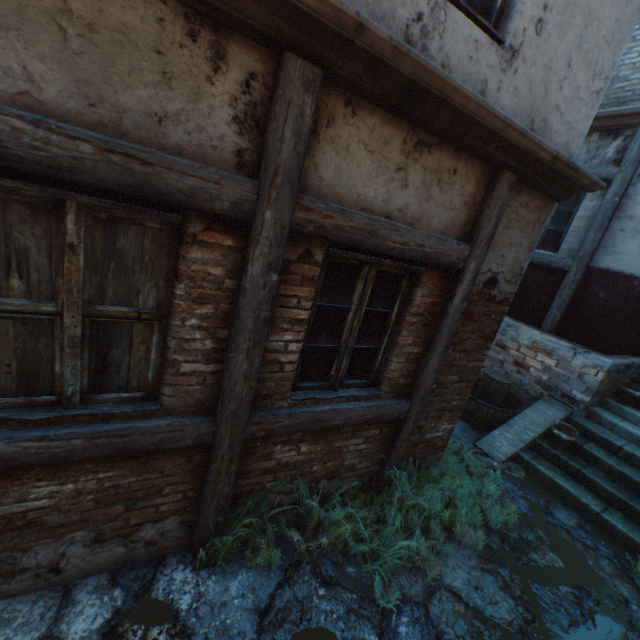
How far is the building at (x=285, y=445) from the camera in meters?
2.8 m

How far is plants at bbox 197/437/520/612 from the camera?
2.8 meters

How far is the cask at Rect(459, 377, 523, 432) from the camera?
5.9m

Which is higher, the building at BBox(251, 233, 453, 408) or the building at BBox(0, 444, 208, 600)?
the building at BBox(251, 233, 453, 408)

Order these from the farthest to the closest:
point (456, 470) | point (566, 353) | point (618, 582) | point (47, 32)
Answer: point (566, 353) → point (456, 470) → point (618, 582) → point (47, 32)

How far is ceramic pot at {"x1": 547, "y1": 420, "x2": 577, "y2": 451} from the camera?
5.2m

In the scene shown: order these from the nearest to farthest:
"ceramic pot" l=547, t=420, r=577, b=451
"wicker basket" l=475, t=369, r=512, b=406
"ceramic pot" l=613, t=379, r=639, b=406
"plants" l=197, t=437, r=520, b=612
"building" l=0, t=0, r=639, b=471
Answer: "building" l=0, t=0, r=639, b=471 < "plants" l=197, t=437, r=520, b=612 < "ceramic pot" l=547, t=420, r=577, b=451 < "ceramic pot" l=613, t=379, r=639, b=406 < "wicker basket" l=475, t=369, r=512, b=406

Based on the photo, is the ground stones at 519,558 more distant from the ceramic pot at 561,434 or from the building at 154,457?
the ceramic pot at 561,434
